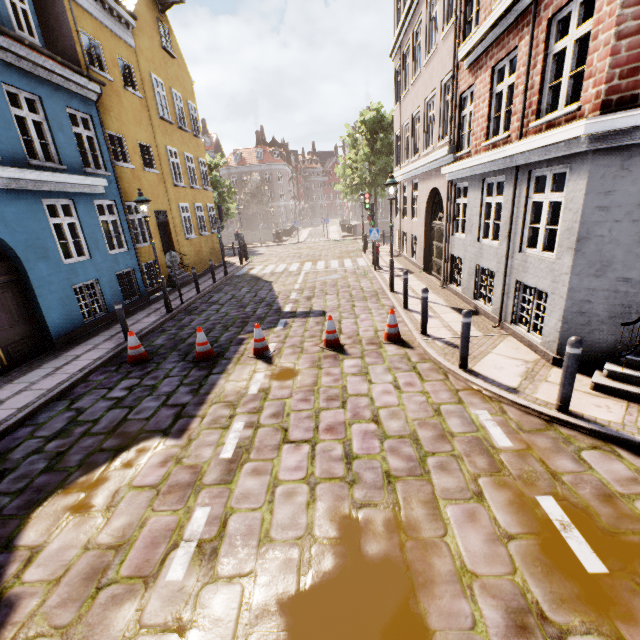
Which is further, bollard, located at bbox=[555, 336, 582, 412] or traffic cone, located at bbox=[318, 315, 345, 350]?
traffic cone, located at bbox=[318, 315, 345, 350]

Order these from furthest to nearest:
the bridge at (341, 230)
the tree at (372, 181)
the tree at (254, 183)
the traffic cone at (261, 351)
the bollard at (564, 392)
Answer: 1. the tree at (254, 183)
2. the bridge at (341, 230)
3. the tree at (372, 181)
4. the traffic cone at (261, 351)
5. the bollard at (564, 392)

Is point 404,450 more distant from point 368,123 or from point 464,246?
point 368,123

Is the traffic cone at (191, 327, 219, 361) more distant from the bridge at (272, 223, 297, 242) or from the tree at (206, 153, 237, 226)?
the bridge at (272, 223, 297, 242)

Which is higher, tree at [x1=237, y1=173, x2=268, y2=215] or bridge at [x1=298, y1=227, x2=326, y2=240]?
tree at [x1=237, y1=173, x2=268, y2=215]

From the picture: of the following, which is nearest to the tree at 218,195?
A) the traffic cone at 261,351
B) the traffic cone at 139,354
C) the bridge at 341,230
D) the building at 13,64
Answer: the bridge at 341,230

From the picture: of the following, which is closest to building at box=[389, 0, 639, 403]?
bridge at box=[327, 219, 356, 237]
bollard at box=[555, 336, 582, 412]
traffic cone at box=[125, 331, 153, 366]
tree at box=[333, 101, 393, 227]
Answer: tree at box=[333, 101, 393, 227]

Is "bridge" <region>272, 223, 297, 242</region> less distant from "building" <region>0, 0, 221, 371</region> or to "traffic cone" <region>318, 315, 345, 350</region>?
"building" <region>0, 0, 221, 371</region>
